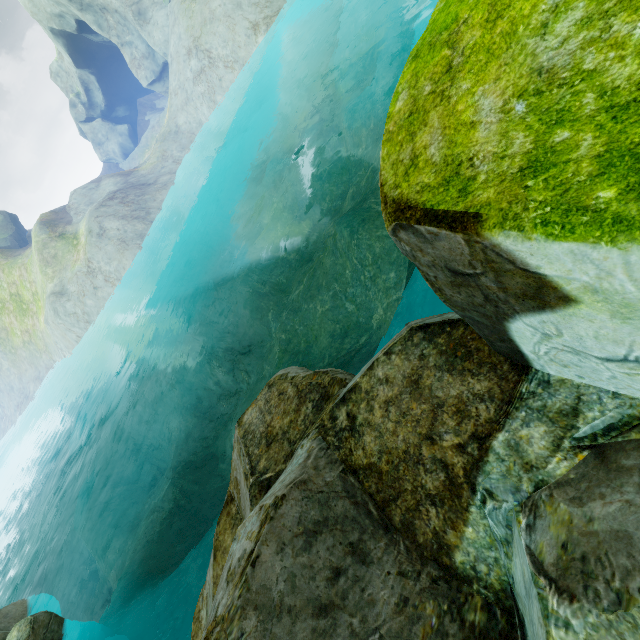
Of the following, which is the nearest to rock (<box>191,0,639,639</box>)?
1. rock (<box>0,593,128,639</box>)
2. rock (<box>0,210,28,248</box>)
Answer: rock (<box>0,593,128,639</box>)

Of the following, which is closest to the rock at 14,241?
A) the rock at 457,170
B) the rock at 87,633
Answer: the rock at 87,633

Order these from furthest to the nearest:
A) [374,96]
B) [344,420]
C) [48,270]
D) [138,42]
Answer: [138,42] < [48,270] < [374,96] < [344,420]

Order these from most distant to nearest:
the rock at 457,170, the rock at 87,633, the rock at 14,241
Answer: the rock at 14,241 → the rock at 87,633 → the rock at 457,170

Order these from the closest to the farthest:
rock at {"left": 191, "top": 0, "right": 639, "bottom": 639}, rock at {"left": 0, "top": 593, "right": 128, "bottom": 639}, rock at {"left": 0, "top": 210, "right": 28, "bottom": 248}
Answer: rock at {"left": 191, "top": 0, "right": 639, "bottom": 639}, rock at {"left": 0, "top": 593, "right": 128, "bottom": 639}, rock at {"left": 0, "top": 210, "right": 28, "bottom": 248}

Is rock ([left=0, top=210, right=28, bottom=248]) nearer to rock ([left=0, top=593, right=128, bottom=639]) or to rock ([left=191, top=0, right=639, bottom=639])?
rock ([left=0, top=593, right=128, bottom=639])

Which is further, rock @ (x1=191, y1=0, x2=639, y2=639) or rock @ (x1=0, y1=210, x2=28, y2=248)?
rock @ (x1=0, y1=210, x2=28, y2=248)
